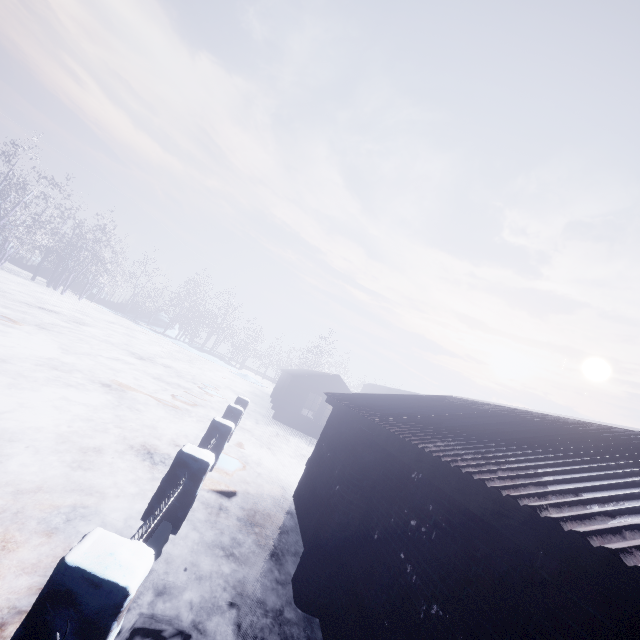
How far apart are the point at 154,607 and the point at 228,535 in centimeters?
173cm
